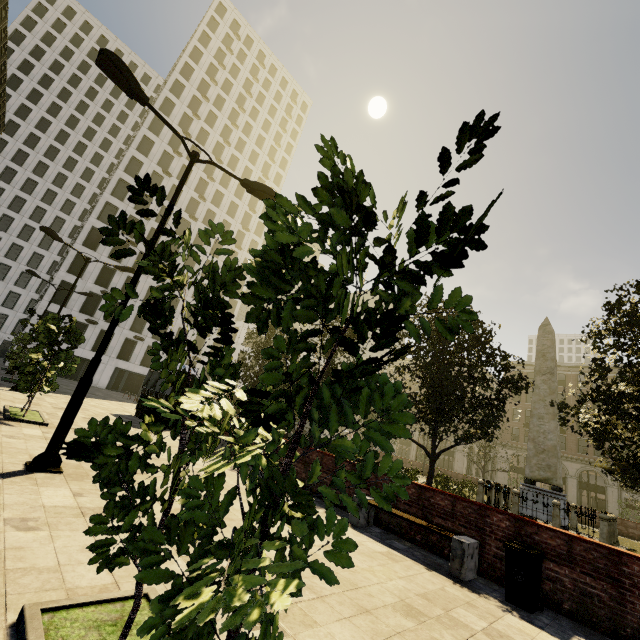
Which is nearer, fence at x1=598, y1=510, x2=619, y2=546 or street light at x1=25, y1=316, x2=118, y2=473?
street light at x1=25, y1=316, x2=118, y2=473

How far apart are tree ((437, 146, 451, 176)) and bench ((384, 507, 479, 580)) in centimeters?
679cm

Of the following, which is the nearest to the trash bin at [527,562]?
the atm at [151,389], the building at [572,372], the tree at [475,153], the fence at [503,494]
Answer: the tree at [475,153]

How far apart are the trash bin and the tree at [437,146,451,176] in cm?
649

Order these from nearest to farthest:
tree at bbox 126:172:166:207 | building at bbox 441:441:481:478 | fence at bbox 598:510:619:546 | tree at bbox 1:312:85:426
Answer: tree at bbox 126:172:166:207
tree at bbox 1:312:85:426
fence at bbox 598:510:619:546
building at bbox 441:441:481:478

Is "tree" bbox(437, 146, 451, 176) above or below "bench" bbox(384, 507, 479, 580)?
above

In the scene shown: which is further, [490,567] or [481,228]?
[490,567]

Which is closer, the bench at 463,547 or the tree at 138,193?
the tree at 138,193
